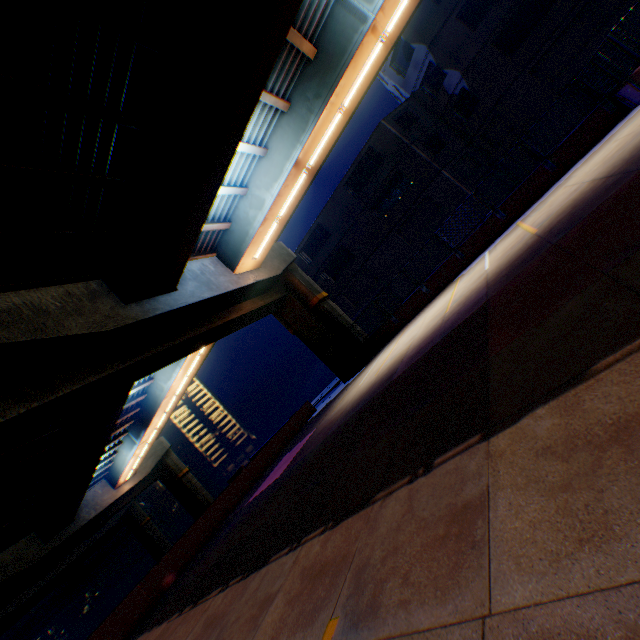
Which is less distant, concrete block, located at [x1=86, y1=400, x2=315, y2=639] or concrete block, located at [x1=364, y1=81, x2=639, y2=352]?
concrete block, located at [x1=86, y1=400, x2=315, y2=639]

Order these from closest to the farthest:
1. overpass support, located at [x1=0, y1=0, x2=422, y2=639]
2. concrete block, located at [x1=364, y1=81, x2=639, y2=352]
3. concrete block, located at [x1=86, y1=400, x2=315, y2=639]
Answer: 1. overpass support, located at [x1=0, y1=0, x2=422, y2=639]
2. concrete block, located at [x1=86, y1=400, x2=315, y2=639]
3. concrete block, located at [x1=364, y1=81, x2=639, y2=352]

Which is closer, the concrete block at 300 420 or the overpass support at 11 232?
the overpass support at 11 232

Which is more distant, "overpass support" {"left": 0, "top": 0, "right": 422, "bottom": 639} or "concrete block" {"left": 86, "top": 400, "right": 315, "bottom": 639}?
"concrete block" {"left": 86, "top": 400, "right": 315, "bottom": 639}

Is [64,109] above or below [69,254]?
below

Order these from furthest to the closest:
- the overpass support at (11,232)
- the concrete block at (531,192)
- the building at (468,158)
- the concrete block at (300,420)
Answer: the building at (468,158), the concrete block at (531,192), the concrete block at (300,420), the overpass support at (11,232)

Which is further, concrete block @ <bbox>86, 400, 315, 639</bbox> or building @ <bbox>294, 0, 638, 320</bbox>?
building @ <bbox>294, 0, 638, 320</bbox>
